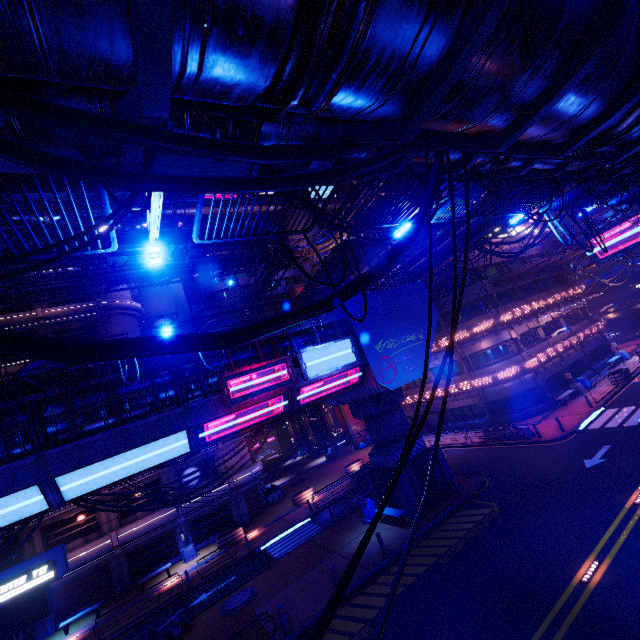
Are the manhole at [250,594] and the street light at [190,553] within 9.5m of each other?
no

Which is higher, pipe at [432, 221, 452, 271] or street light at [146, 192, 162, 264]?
pipe at [432, 221, 452, 271]

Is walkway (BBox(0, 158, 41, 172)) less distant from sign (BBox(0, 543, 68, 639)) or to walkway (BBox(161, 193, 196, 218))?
sign (BBox(0, 543, 68, 639))

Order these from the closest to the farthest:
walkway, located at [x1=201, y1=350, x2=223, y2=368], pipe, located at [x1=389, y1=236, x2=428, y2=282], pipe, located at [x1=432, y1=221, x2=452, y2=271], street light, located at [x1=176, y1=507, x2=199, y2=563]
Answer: walkway, located at [x1=201, y1=350, x2=223, y2=368], pipe, located at [x1=432, y1=221, x2=452, y2=271], pipe, located at [x1=389, y1=236, x2=428, y2=282], street light, located at [x1=176, y1=507, x2=199, y2=563]

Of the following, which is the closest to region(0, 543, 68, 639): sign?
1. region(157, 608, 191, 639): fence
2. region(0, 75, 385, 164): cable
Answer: region(157, 608, 191, 639): fence

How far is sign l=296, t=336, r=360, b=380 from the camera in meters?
16.8

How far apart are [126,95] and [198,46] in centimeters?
70cm

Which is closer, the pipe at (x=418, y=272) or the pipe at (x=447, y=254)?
the pipe at (x=447, y=254)
